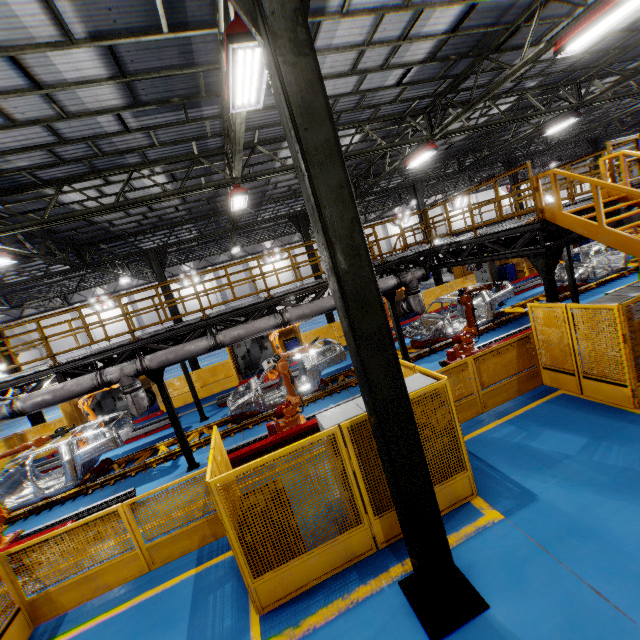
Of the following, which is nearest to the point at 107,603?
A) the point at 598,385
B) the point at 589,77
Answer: the point at 598,385

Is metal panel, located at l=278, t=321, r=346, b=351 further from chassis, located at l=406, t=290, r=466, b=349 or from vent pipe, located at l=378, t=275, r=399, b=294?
chassis, located at l=406, t=290, r=466, b=349

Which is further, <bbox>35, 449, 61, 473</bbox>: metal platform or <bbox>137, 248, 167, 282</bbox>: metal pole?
<bbox>137, 248, 167, 282</bbox>: metal pole

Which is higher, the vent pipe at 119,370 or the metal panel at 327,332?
the vent pipe at 119,370

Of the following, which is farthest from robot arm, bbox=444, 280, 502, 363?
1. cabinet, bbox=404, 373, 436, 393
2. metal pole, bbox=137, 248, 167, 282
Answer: metal pole, bbox=137, 248, 167, 282

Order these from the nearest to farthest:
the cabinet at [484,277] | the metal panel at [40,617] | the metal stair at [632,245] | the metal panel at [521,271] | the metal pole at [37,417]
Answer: the metal panel at [40,617], the metal stair at [632,245], the metal pole at [37,417], the metal panel at [521,271], the cabinet at [484,277]

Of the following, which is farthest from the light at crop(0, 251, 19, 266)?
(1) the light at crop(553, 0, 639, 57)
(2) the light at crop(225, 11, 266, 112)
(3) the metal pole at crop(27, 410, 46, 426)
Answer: (1) the light at crop(553, 0, 639, 57)

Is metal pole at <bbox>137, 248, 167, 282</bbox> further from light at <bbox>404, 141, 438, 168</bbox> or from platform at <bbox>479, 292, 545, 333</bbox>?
light at <bbox>404, 141, 438, 168</bbox>
